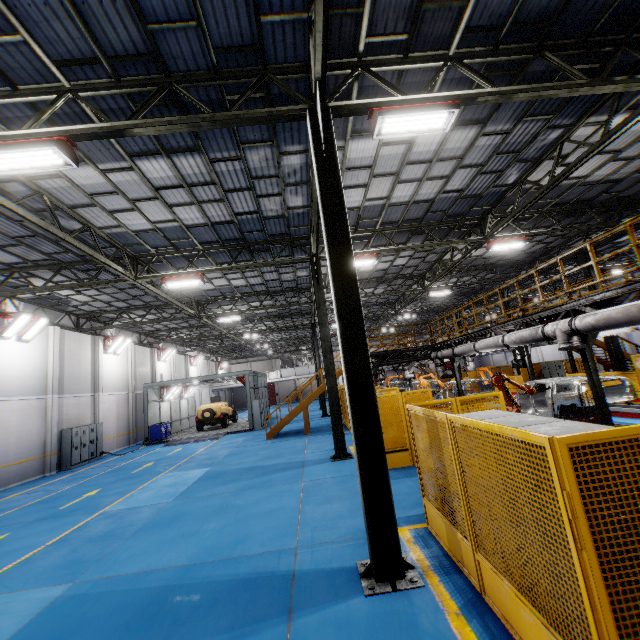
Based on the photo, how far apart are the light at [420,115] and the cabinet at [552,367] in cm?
2006

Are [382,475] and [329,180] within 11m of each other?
yes

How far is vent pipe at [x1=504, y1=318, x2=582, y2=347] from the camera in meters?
8.4

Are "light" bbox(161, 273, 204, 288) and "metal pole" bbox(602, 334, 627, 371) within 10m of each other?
no

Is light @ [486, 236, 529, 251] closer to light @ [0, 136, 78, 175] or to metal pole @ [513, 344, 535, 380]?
metal pole @ [513, 344, 535, 380]

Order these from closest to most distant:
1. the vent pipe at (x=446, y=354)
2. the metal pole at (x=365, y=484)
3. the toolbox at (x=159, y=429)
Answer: the metal pole at (x=365, y=484), the vent pipe at (x=446, y=354), the toolbox at (x=159, y=429)

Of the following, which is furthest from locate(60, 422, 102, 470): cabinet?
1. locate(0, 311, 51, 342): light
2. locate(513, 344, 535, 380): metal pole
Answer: locate(513, 344, 535, 380): metal pole

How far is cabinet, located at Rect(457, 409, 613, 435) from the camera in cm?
288
